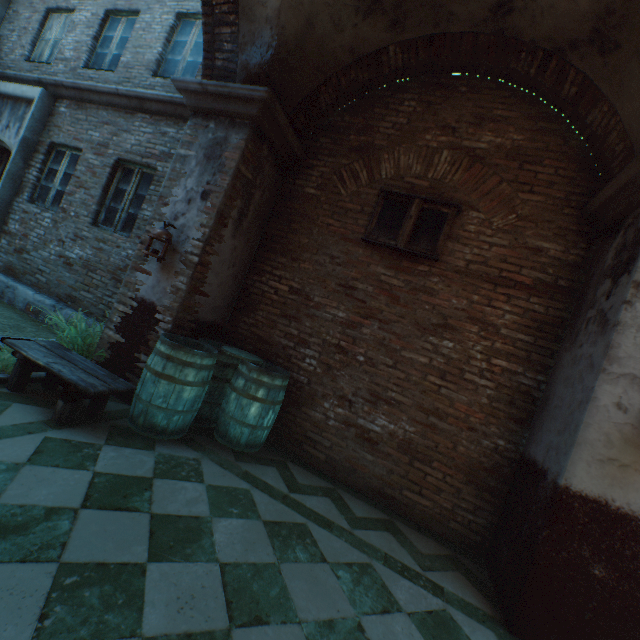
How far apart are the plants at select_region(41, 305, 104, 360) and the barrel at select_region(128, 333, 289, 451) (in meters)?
0.71

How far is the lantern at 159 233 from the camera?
3.7m

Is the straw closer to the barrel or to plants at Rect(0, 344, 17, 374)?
plants at Rect(0, 344, 17, 374)

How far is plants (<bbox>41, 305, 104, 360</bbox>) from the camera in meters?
3.7 m

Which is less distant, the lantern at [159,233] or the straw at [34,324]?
the lantern at [159,233]

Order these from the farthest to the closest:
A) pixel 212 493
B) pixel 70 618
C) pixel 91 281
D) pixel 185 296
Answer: pixel 91 281 → pixel 185 296 → pixel 212 493 → pixel 70 618

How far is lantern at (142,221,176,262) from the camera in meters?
3.7 m

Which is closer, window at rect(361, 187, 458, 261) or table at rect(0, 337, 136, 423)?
table at rect(0, 337, 136, 423)
